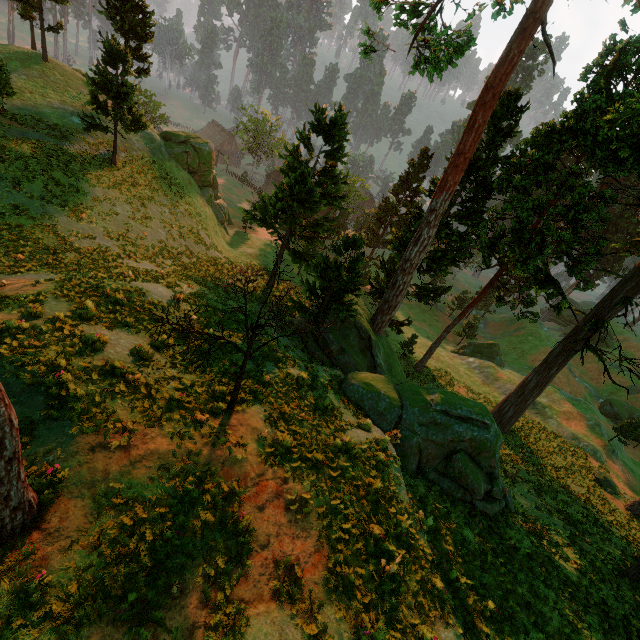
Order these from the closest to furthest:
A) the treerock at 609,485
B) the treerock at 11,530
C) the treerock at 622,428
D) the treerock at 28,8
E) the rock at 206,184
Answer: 1. the treerock at 11,530
2. the treerock at 609,485
3. the treerock at 622,428
4. the treerock at 28,8
5. the rock at 206,184

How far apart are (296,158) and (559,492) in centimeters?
3086cm

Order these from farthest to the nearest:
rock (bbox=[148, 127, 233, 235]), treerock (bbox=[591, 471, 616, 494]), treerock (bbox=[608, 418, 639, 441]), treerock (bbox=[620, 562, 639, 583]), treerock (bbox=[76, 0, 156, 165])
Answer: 1. rock (bbox=[148, 127, 233, 235])
2. treerock (bbox=[608, 418, 639, 441])
3. treerock (bbox=[591, 471, 616, 494])
4. treerock (bbox=[76, 0, 156, 165])
5. treerock (bbox=[620, 562, 639, 583])

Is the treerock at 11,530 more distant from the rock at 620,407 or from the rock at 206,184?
the rock at 620,407

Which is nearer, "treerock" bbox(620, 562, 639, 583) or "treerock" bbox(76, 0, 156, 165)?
"treerock" bbox(620, 562, 639, 583)

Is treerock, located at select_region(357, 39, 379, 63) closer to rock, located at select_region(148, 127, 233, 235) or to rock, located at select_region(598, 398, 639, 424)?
rock, located at select_region(148, 127, 233, 235)
